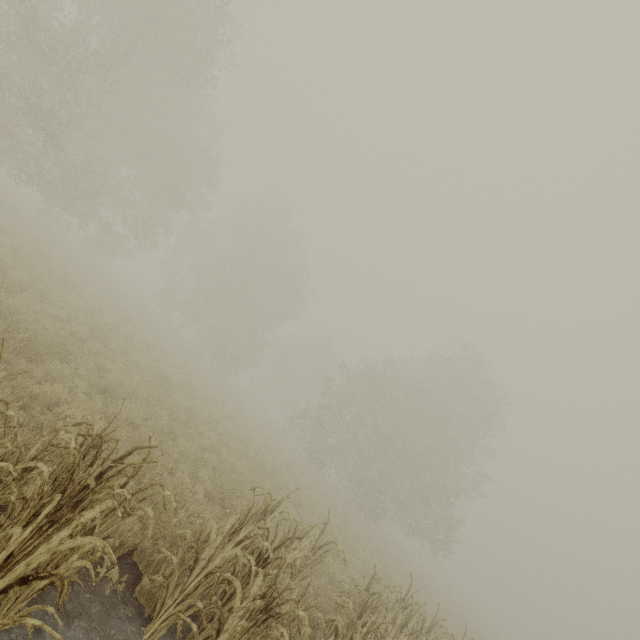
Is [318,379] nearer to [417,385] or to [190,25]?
[417,385]
